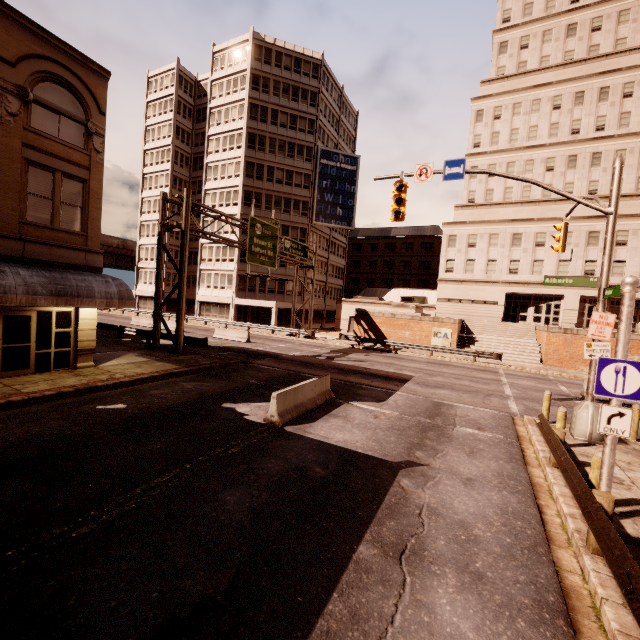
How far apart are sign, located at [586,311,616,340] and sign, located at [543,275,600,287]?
0.8 meters

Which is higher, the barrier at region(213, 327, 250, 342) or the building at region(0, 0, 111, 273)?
the building at region(0, 0, 111, 273)

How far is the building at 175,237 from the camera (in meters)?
49.28

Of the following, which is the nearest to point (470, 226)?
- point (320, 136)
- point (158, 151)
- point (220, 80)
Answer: point (320, 136)

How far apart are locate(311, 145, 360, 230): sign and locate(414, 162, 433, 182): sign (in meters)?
33.53

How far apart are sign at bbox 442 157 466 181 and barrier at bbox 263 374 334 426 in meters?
9.0

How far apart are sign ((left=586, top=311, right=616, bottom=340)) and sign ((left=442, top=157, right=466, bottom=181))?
6.4 meters

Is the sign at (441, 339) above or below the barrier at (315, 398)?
above
